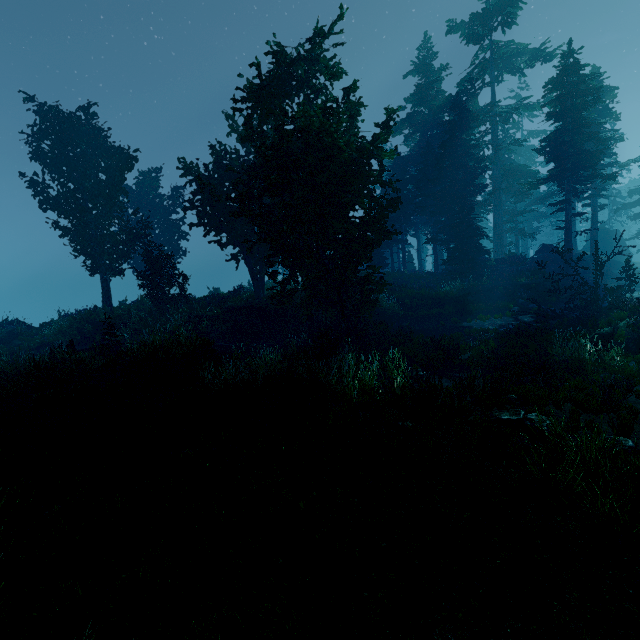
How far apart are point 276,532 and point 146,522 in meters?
1.8

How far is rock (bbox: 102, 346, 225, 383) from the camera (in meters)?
10.85

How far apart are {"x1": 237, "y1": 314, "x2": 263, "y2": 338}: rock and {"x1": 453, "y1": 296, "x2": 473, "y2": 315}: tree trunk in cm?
1316

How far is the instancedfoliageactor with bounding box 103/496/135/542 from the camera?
3.6 meters

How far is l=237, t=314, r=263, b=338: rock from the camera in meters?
21.3

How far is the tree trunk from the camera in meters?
21.5

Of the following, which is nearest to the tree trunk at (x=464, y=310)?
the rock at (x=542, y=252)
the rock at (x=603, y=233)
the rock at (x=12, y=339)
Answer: the rock at (x=542, y=252)

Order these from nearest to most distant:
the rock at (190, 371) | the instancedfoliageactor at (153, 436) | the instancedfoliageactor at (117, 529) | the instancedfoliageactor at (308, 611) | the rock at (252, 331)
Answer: the instancedfoliageactor at (308, 611) < the instancedfoliageactor at (117, 529) < the instancedfoliageactor at (153, 436) < the rock at (190, 371) < the rock at (252, 331)
